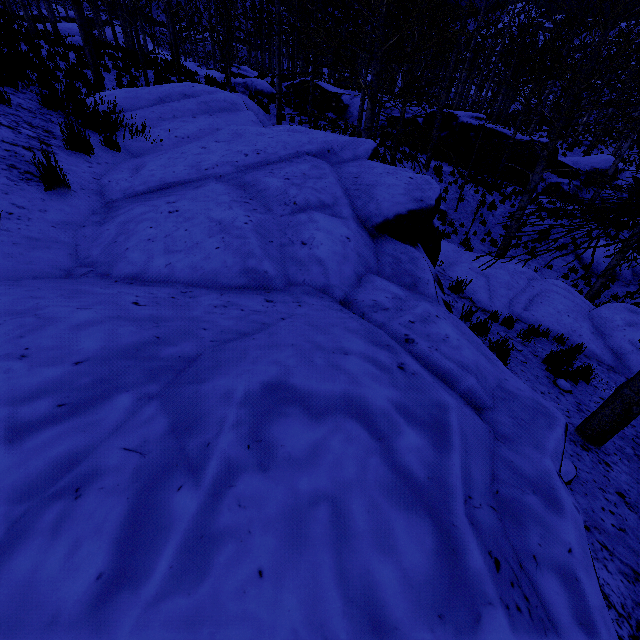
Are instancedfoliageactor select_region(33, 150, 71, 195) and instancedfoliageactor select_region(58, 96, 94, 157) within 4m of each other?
yes

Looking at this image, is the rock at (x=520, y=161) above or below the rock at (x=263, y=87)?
below

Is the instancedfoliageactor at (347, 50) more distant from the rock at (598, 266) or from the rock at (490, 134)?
the rock at (598, 266)

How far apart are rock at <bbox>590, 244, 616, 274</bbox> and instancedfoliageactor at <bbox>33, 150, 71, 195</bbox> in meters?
18.9 m

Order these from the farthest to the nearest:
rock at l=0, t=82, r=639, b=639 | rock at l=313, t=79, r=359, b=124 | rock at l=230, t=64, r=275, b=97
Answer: rock at l=313, t=79, r=359, b=124
rock at l=230, t=64, r=275, b=97
rock at l=0, t=82, r=639, b=639

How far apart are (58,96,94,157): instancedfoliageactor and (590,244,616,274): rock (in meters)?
18.31

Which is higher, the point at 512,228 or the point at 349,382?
the point at 349,382

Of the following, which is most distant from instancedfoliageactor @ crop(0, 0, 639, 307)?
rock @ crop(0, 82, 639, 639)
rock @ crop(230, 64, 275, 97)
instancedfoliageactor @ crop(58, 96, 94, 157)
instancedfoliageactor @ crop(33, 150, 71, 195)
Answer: instancedfoliageactor @ crop(33, 150, 71, 195)
